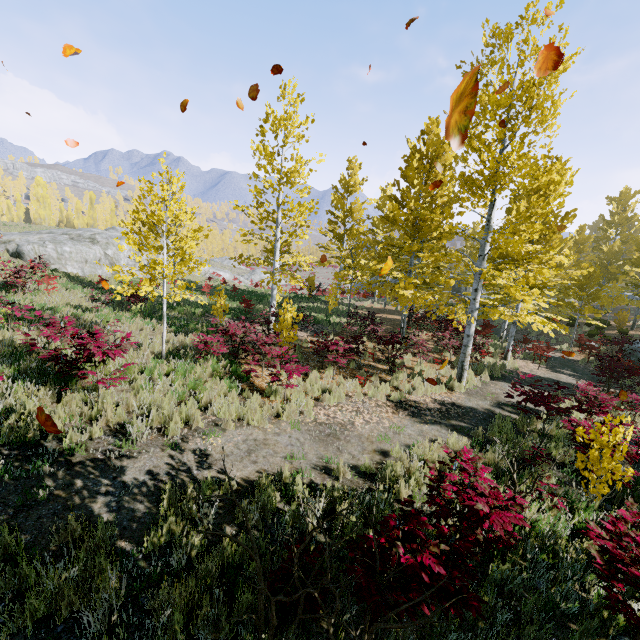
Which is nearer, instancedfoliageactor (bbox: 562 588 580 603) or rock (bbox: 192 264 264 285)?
instancedfoliageactor (bbox: 562 588 580 603)

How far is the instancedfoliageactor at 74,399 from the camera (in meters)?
5.32

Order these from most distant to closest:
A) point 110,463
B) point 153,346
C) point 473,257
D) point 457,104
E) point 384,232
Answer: point 473,257
point 384,232
point 153,346
point 110,463
point 457,104

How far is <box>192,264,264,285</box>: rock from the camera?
40.5m

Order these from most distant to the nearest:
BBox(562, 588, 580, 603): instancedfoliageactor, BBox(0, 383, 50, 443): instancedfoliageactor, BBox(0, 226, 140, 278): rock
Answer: BBox(0, 226, 140, 278): rock < BBox(0, 383, 50, 443): instancedfoliageactor < BBox(562, 588, 580, 603): instancedfoliageactor

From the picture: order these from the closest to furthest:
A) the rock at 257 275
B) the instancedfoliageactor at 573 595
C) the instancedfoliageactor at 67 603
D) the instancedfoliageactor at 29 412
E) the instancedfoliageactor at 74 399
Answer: the instancedfoliageactor at 67 603 < the instancedfoliageactor at 573 595 < the instancedfoliageactor at 29 412 < the instancedfoliageactor at 74 399 < the rock at 257 275

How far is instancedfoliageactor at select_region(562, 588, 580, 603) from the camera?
3.56m
